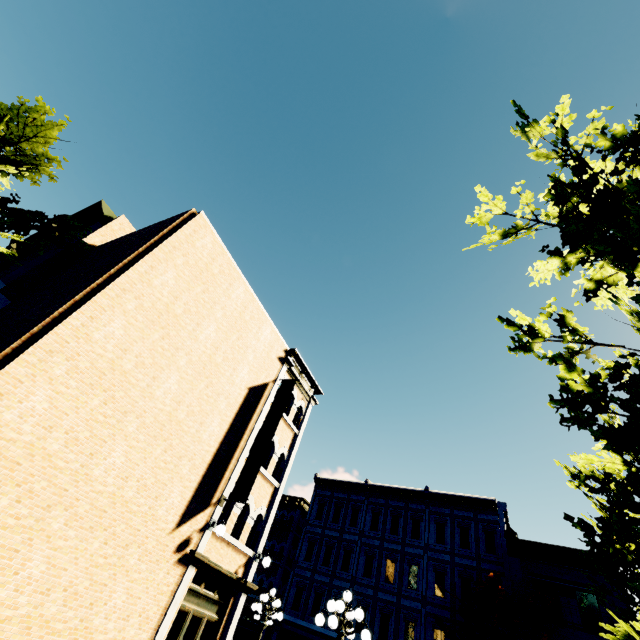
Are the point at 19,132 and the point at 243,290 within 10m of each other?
yes

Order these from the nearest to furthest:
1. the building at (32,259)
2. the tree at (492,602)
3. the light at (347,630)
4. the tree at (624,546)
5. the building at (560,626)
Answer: the tree at (624,546) < the light at (347,630) < the building at (32,259) < the tree at (492,602) < the building at (560,626)

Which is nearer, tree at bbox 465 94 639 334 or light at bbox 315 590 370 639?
tree at bbox 465 94 639 334

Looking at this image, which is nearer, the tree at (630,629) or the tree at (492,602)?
the tree at (630,629)

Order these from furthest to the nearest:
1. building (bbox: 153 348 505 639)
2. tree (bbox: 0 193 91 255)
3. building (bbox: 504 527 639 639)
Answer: building (bbox: 504 527 639 639) → building (bbox: 153 348 505 639) → tree (bbox: 0 193 91 255)

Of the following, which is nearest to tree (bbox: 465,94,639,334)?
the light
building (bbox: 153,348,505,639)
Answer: building (bbox: 153,348,505,639)

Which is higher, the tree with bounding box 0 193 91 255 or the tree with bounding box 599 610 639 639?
the tree with bounding box 0 193 91 255

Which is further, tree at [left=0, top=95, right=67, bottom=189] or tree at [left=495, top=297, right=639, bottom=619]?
tree at [left=0, top=95, right=67, bottom=189]
